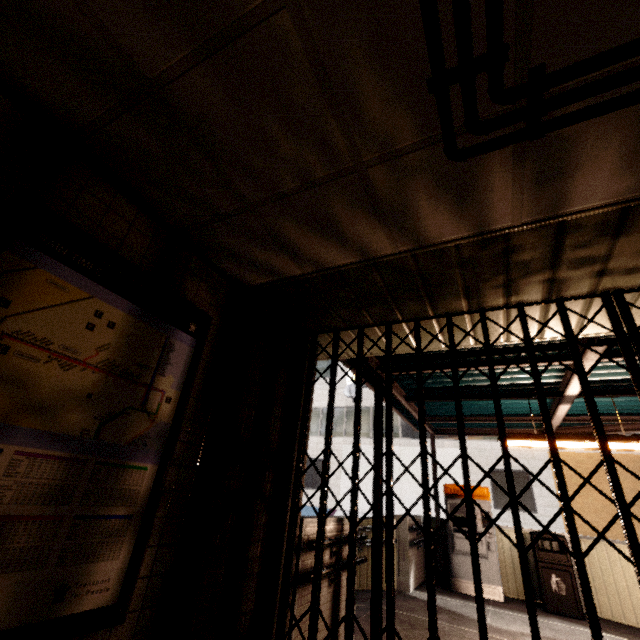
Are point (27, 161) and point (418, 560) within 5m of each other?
no

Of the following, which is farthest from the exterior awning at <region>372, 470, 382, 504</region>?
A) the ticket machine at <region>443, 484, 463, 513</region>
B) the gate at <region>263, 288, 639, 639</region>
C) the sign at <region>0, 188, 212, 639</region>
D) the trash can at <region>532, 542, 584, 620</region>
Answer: → the sign at <region>0, 188, 212, 639</region>

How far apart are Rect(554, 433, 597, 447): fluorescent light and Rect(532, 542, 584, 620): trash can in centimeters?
268cm

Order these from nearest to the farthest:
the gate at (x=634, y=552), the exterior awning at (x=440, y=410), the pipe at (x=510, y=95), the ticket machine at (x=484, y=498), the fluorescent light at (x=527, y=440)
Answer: the pipe at (x=510, y=95) → the gate at (x=634, y=552) → the fluorescent light at (x=527, y=440) → the exterior awning at (x=440, y=410) → the ticket machine at (x=484, y=498)

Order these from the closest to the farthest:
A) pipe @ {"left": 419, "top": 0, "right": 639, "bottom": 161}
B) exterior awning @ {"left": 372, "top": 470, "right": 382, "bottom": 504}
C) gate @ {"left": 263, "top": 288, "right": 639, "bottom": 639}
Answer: pipe @ {"left": 419, "top": 0, "right": 639, "bottom": 161}, gate @ {"left": 263, "top": 288, "right": 639, "bottom": 639}, exterior awning @ {"left": 372, "top": 470, "right": 382, "bottom": 504}

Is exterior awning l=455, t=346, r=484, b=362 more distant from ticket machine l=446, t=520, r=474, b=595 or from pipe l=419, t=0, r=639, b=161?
pipe l=419, t=0, r=639, b=161

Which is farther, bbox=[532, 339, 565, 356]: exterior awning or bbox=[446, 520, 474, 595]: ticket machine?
bbox=[446, 520, 474, 595]: ticket machine

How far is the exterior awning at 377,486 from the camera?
3.9m
